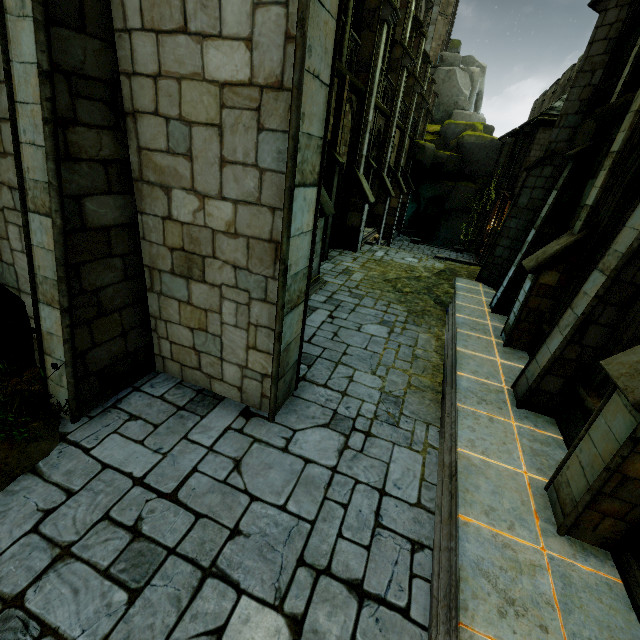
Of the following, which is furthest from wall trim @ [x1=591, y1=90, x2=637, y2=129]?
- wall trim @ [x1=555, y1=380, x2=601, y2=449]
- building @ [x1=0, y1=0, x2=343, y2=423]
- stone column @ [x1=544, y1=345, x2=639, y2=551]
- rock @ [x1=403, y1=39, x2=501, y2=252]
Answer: rock @ [x1=403, y1=39, x2=501, y2=252]

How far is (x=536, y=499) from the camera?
4.2 meters

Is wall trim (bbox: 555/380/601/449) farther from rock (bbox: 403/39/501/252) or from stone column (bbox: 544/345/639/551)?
rock (bbox: 403/39/501/252)

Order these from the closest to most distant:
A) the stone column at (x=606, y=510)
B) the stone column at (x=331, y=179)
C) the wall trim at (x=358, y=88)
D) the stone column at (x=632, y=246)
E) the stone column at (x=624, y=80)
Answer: the stone column at (x=606, y=510)
the stone column at (x=632, y=246)
the stone column at (x=624, y=80)
the wall trim at (x=358, y=88)
the stone column at (x=331, y=179)

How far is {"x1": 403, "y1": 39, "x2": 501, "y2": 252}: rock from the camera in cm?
3147

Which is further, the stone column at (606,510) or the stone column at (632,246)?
the stone column at (632,246)

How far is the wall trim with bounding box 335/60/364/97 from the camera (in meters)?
10.49

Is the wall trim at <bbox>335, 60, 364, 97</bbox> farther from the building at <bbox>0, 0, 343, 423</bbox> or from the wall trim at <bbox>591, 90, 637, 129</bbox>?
the wall trim at <bbox>591, 90, 637, 129</bbox>
